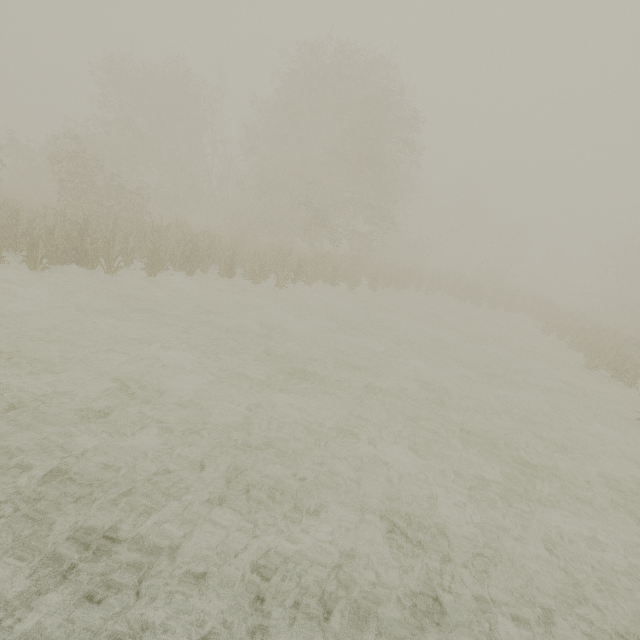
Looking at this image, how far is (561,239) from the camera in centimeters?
5306cm
